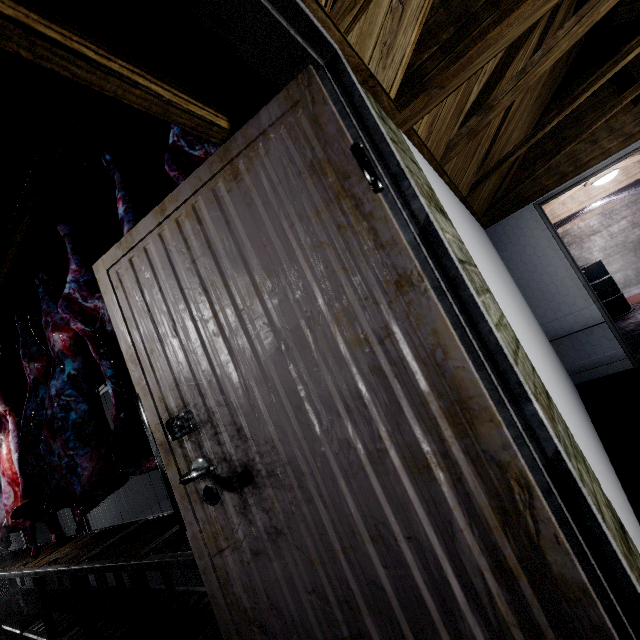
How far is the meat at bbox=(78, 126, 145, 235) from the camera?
1.6 meters

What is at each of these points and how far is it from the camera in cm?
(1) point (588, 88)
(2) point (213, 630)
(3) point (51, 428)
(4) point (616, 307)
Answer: (1) beam, 214
(2) table, 185
(3) meat, 213
(4) barrel, 550

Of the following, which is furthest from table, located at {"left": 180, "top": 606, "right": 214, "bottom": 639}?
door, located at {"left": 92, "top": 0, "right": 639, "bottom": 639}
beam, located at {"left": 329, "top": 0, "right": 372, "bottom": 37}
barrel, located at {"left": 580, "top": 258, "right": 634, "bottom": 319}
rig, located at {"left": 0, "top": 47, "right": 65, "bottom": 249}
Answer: barrel, located at {"left": 580, "top": 258, "right": 634, "bottom": 319}

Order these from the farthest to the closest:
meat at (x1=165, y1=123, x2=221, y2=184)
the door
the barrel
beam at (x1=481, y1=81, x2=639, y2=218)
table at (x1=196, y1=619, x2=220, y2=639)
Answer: the barrel < beam at (x1=481, y1=81, x2=639, y2=218) < table at (x1=196, y1=619, x2=220, y2=639) < meat at (x1=165, y1=123, x2=221, y2=184) < the door

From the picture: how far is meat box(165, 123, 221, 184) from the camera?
1.3 meters

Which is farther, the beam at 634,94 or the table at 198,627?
the beam at 634,94

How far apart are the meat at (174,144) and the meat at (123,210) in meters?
0.3

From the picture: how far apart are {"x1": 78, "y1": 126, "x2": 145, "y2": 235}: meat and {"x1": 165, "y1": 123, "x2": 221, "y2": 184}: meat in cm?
28
